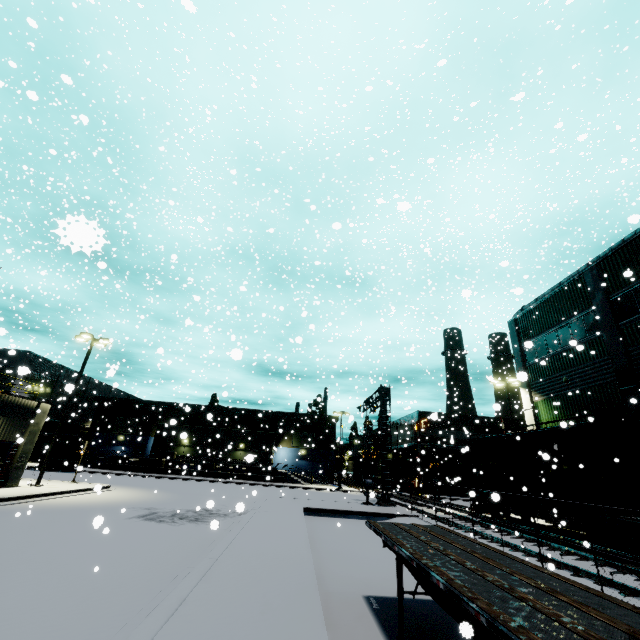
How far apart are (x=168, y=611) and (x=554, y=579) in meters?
6.0

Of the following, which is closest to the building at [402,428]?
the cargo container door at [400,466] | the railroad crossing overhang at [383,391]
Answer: the cargo container door at [400,466]

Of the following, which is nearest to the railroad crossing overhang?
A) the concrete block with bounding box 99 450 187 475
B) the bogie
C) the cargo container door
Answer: the concrete block with bounding box 99 450 187 475

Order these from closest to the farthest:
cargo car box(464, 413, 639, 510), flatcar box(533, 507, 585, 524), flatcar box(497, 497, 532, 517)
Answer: cargo car box(464, 413, 639, 510) < flatcar box(533, 507, 585, 524) < flatcar box(497, 497, 532, 517)

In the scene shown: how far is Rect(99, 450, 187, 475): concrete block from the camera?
40.9m

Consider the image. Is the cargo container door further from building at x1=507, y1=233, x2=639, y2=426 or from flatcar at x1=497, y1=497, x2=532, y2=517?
flatcar at x1=497, y1=497, x2=532, y2=517

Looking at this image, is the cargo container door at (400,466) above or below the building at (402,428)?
below

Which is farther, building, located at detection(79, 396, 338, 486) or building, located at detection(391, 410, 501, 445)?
building, located at detection(391, 410, 501, 445)
